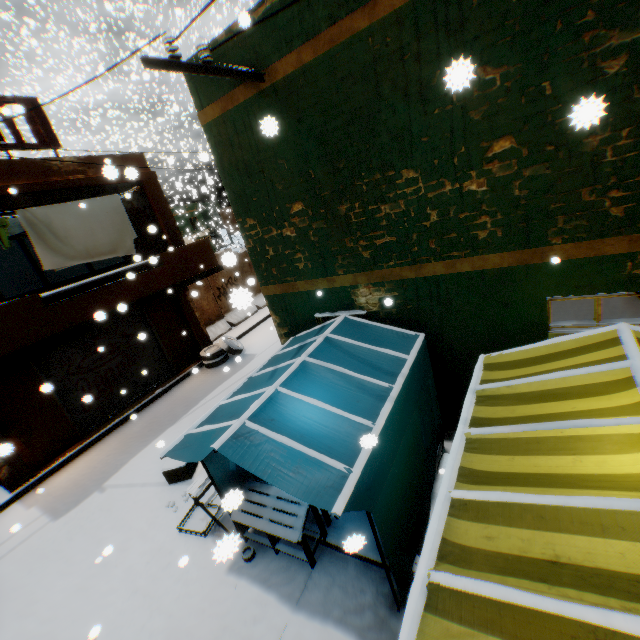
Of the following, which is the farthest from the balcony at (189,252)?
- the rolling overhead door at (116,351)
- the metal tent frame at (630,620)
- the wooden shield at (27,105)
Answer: the metal tent frame at (630,620)

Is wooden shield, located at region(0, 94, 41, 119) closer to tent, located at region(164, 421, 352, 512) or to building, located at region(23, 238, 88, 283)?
building, located at region(23, 238, 88, 283)

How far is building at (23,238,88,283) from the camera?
15.19m

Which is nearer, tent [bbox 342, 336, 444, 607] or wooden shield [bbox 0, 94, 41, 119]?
tent [bbox 342, 336, 444, 607]

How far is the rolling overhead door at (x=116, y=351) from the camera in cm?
902

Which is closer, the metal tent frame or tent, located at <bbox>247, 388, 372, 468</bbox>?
the metal tent frame

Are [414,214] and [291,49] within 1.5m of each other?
no

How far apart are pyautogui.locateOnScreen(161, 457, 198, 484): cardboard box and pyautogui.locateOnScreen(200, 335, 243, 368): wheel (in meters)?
4.75
